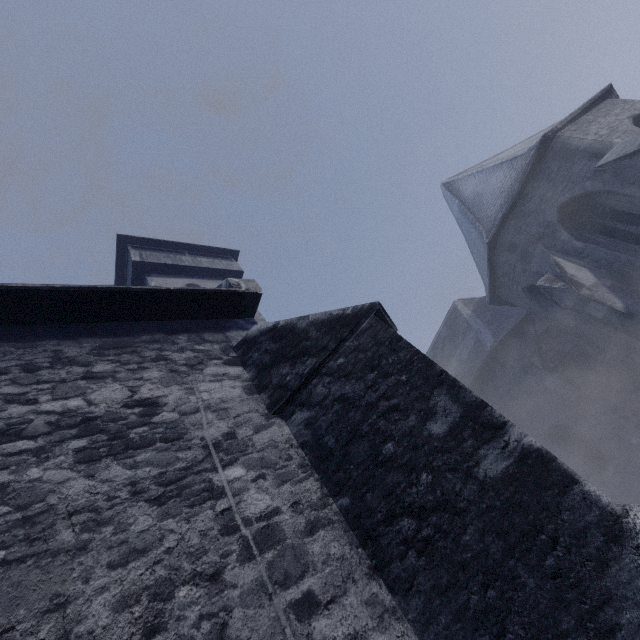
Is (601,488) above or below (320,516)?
below
